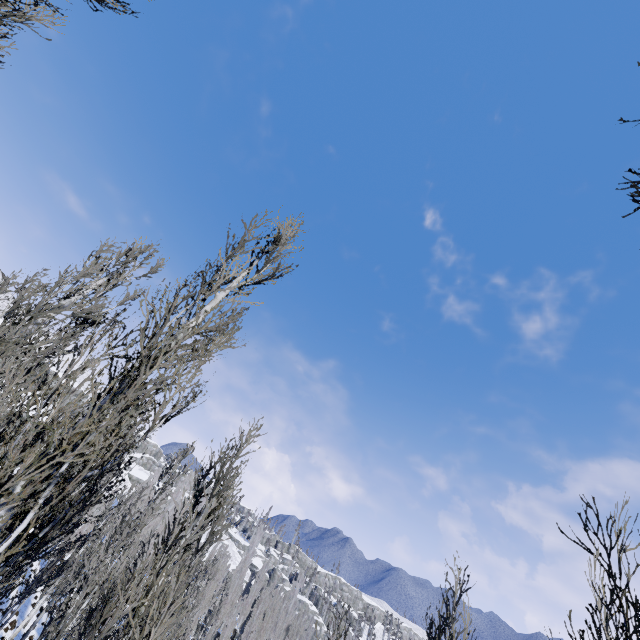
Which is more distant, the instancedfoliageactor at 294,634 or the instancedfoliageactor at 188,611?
the instancedfoliageactor at 294,634

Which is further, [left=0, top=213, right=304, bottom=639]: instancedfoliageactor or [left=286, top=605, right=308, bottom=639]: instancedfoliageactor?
[left=286, top=605, right=308, bottom=639]: instancedfoliageactor

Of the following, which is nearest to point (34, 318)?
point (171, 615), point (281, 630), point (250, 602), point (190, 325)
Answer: point (190, 325)
